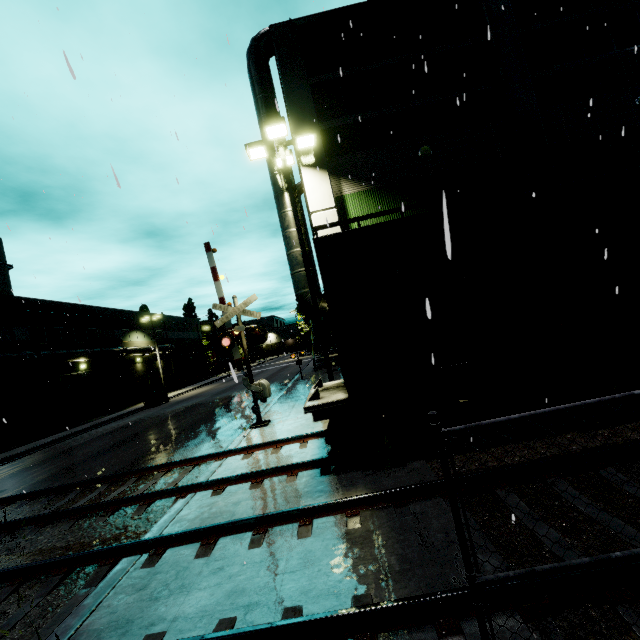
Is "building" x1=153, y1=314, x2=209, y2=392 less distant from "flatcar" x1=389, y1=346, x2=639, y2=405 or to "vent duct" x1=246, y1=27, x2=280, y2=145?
"vent duct" x1=246, y1=27, x2=280, y2=145

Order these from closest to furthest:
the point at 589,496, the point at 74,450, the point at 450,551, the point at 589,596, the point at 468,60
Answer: Answer:
1. the point at 589,596
2. the point at 450,551
3. the point at 589,496
4. the point at 468,60
5. the point at 74,450

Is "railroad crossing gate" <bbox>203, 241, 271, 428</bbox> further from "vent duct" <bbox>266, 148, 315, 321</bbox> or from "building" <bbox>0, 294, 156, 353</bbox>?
"vent duct" <bbox>266, 148, 315, 321</bbox>

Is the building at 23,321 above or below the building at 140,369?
above

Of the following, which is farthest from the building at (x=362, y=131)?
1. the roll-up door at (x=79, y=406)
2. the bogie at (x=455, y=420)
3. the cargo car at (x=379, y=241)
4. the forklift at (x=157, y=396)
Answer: the forklift at (x=157, y=396)

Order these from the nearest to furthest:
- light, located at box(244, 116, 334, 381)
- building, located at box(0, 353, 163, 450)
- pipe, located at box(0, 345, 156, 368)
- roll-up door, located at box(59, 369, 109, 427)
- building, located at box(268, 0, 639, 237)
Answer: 1. light, located at box(244, 116, 334, 381)
2. building, located at box(268, 0, 639, 237)
3. pipe, located at box(0, 345, 156, 368)
4. building, located at box(0, 353, 163, 450)
5. roll-up door, located at box(59, 369, 109, 427)

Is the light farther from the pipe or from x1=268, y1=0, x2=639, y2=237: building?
the pipe

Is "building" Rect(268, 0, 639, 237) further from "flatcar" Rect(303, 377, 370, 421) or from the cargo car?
"flatcar" Rect(303, 377, 370, 421)
